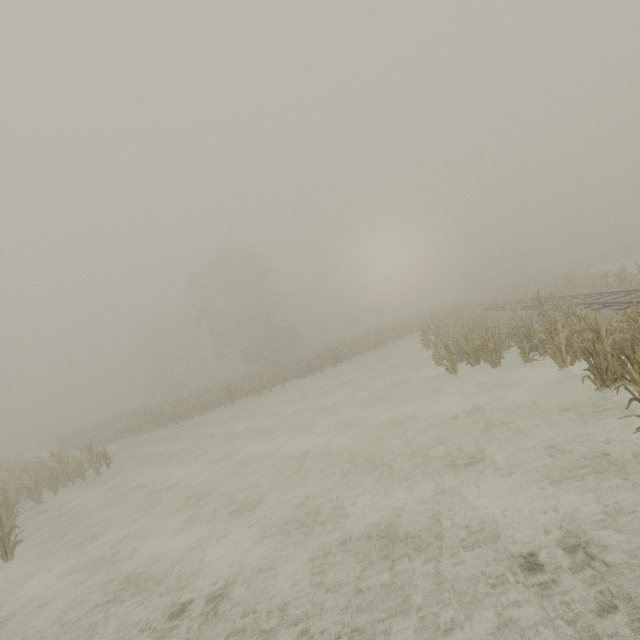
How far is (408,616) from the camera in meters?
4.0 m
